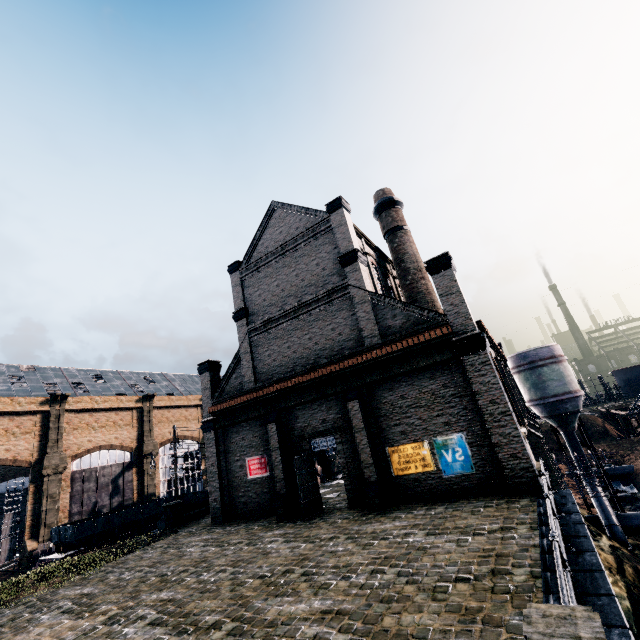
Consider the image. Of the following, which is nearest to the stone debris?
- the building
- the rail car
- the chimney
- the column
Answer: the building

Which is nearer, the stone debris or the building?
the building

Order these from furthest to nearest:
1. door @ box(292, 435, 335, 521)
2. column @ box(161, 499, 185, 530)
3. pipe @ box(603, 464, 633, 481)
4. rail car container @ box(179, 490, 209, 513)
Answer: pipe @ box(603, 464, 633, 481) → rail car container @ box(179, 490, 209, 513) → column @ box(161, 499, 185, 530) → door @ box(292, 435, 335, 521)

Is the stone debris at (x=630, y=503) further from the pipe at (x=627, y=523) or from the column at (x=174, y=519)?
the column at (x=174, y=519)

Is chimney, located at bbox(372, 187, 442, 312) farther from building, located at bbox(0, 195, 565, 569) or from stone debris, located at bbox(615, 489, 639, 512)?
stone debris, located at bbox(615, 489, 639, 512)

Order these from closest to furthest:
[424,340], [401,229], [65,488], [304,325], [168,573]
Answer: [168,573] < [424,340] < [304,325] < [401,229] < [65,488]

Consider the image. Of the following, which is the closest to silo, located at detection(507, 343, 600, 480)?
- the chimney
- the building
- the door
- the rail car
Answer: the building

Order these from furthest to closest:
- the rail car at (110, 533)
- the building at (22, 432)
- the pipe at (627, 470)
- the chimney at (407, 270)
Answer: the pipe at (627, 470), the rail car at (110, 533), the chimney at (407, 270), the building at (22, 432)
